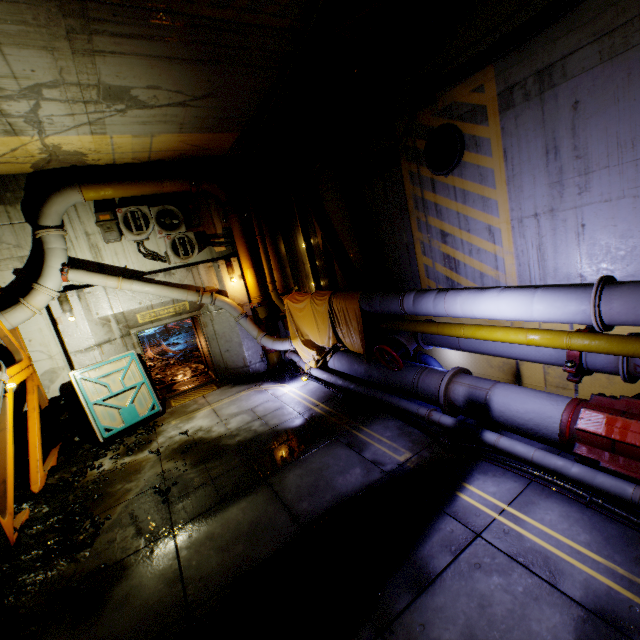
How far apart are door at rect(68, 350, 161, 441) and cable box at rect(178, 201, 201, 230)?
4.04m

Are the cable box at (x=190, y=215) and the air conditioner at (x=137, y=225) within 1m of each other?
yes

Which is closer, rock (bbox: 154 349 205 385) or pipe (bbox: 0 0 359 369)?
pipe (bbox: 0 0 359 369)

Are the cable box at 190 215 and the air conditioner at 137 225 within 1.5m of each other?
yes

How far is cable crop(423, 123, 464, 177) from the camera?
5.5 meters

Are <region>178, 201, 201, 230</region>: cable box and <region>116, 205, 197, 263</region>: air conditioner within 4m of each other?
yes

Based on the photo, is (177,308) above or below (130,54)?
below

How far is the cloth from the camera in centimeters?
765cm
